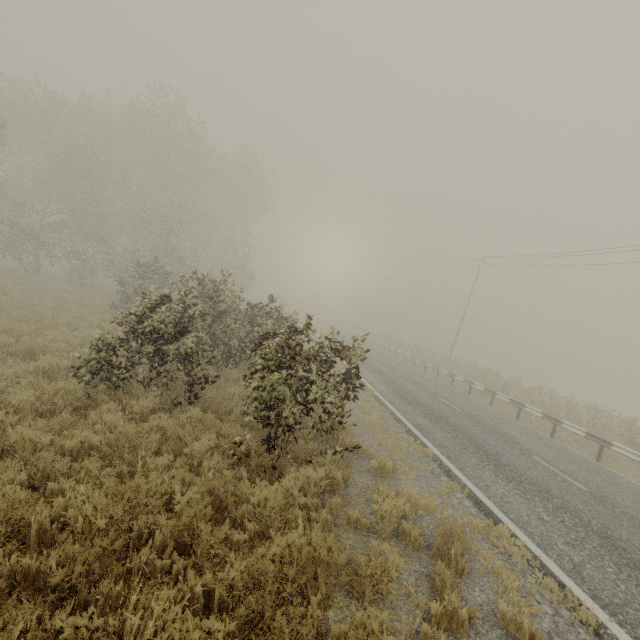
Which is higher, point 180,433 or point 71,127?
point 71,127

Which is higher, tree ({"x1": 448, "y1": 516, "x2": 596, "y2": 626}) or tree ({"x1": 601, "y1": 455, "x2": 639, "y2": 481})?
tree ({"x1": 448, "y1": 516, "x2": 596, "y2": 626})

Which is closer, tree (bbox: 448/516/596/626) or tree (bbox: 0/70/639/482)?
tree (bbox: 448/516/596/626)

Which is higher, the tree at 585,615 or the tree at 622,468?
the tree at 585,615

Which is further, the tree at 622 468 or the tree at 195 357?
the tree at 622 468

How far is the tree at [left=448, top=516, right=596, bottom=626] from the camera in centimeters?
418cm
